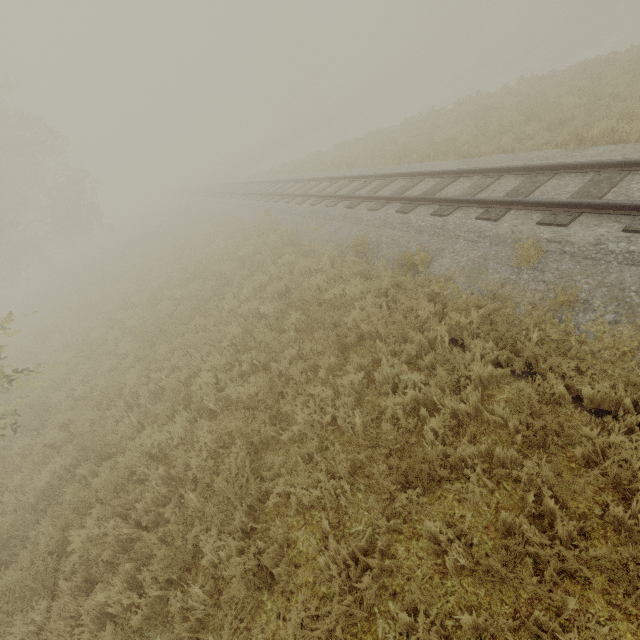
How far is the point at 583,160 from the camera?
6.9 meters
